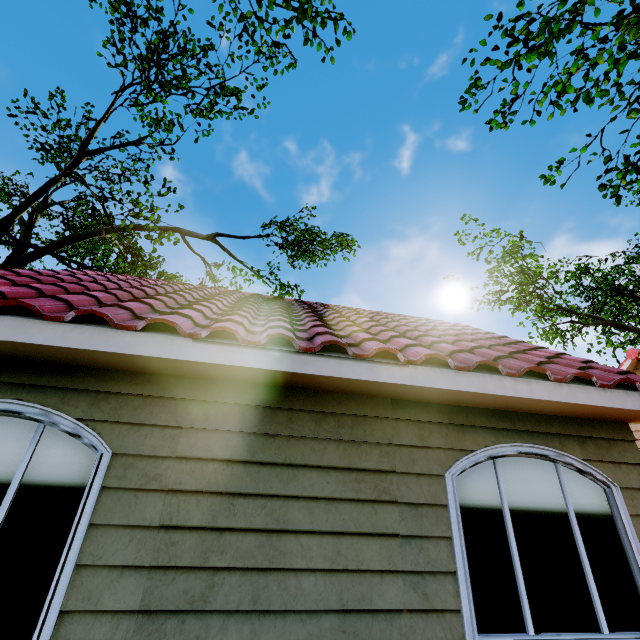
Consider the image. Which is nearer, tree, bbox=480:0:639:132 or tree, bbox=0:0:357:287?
tree, bbox=480:0:639:132

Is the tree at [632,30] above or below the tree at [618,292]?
below

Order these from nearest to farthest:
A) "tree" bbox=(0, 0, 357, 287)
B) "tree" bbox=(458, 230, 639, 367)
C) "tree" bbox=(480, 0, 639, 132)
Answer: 1. "tree" bbox=(480, 0, 639, 132)
2. "tree" bbox=(0, 0, 357, 287)
3. "tree" bbox=(458, 230, 639, 367)

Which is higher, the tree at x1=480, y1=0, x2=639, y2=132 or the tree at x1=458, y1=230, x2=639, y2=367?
the tree at x1=458, y1=230, x2=639, y2=367

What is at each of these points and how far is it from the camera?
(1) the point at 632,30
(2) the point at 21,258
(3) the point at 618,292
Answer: (1) tree, 5.80m
(2) tree, 12.25m
(3) tree, 24.22m

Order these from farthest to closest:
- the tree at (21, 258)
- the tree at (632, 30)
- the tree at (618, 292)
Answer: the tree at (618, 292), the tree at (21, 258), the tree at (632, 30)
